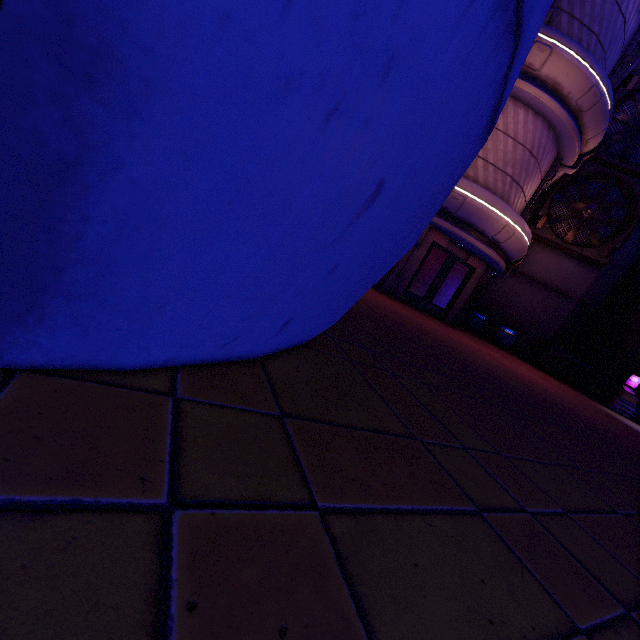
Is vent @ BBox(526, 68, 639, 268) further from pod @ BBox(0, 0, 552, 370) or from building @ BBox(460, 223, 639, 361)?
pod @ BBox(0, 0, 552, 370)

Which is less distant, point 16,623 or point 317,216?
point 16,623

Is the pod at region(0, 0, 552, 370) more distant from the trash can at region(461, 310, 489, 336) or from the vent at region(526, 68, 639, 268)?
the vent at region(526, 68, 639, 268)

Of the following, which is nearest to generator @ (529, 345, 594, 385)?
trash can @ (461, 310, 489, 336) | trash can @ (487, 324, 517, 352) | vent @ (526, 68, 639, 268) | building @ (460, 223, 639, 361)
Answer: building @ (460, 223, 639, 361)

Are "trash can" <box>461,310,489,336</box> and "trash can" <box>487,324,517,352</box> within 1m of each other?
yes

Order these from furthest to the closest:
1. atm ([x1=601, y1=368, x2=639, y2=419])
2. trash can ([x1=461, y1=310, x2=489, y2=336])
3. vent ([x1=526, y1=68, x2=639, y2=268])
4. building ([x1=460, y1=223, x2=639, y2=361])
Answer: trash can ([x1=461, y1=310, x2=489, y2=336]) → building ([x1=460, y1=223, x2=639, y2=361]) → vent ([x1=526, y1=68, x2=639, y2=268]) → atm ([x1=601, y1=368, x2=639, y2=419])

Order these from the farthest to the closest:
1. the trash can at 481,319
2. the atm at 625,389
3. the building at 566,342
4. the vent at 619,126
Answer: the trash can at 481,319 → the building at 566,342 → the vent at 619,126 → the atm at 625,389

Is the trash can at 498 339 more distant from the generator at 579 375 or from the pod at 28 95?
the pod at 28 95
